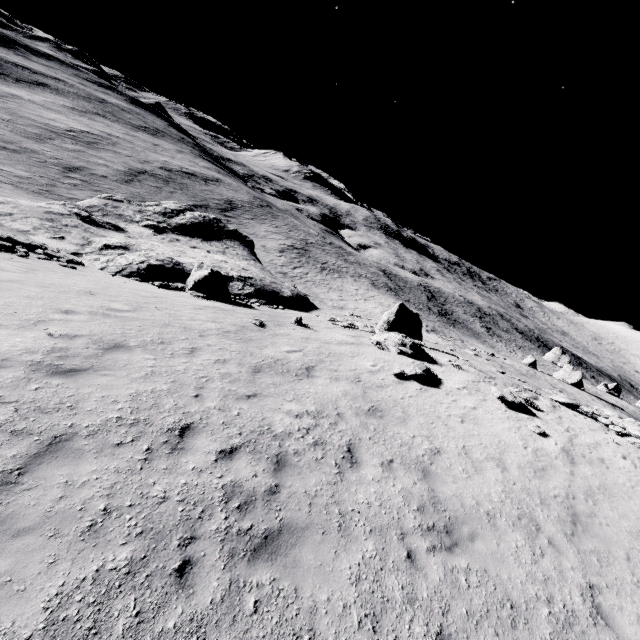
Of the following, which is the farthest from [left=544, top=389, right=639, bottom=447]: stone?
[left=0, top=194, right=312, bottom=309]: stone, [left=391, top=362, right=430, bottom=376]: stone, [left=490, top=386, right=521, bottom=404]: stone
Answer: [left=391, top=362, right=430, bottom=376]: stone

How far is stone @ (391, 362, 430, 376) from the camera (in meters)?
13.91

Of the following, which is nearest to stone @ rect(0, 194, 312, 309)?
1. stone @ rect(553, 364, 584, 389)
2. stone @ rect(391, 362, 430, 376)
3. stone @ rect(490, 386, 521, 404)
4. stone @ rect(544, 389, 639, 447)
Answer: stone @ rect(544, 389, 639, 447)

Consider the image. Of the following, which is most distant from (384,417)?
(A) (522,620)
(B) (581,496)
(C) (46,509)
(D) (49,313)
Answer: (D) (49,313)

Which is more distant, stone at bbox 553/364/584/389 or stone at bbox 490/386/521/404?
stone at bbox 553/364/584/389

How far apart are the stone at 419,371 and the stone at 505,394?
2.7 meters

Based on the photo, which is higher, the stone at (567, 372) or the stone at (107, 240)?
the stone at (567, 372)

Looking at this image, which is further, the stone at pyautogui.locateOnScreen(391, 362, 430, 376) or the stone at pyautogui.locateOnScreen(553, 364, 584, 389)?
the stone at pyautogui.locateOnScreen(553, 364, 584, 389)
